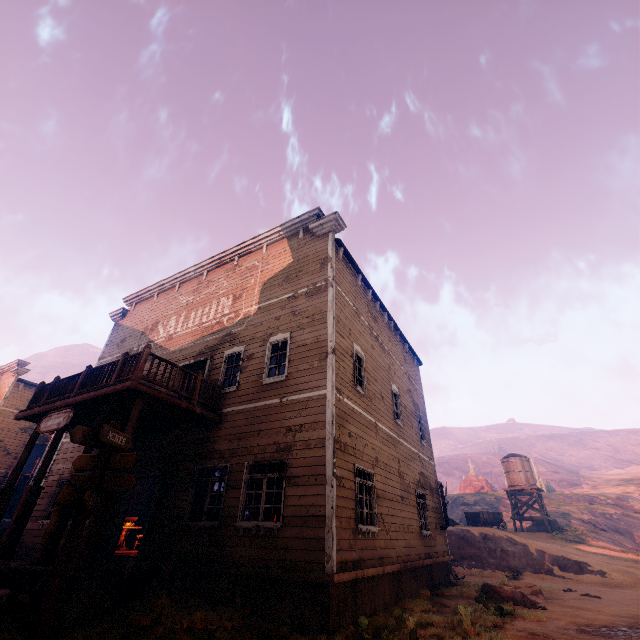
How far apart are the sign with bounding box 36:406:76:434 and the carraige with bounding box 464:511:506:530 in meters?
33.2

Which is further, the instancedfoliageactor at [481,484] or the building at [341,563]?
the instancedfoliageactor at [481,484]

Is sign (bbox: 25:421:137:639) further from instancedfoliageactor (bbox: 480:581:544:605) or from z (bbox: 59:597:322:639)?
instancedfoliageactor (bbox: 480:581:544:605)

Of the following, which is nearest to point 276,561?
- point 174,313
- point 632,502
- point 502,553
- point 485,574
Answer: point 174,313

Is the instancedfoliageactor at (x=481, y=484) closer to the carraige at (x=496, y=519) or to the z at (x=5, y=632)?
the z at (x=5, y=632)

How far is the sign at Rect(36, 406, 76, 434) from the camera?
8.7m

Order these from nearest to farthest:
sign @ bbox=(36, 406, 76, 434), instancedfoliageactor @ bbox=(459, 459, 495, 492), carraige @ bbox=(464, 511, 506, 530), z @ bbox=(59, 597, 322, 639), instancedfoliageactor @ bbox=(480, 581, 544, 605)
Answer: z @ bbox=(59, 597, 322, 639) < sign @ bbox=(36, 406, 76, 434) < instancedfoliageactor @ bbox=(480, 581, 544, 605) < carraige @ bbox=(464, 511, 506, 530) < instancedfoliageactor @ bbox=(459, 459, 495, 492)

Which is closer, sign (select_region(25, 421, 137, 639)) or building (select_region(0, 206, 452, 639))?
sign (select_region(25, 421, 137, 639))
